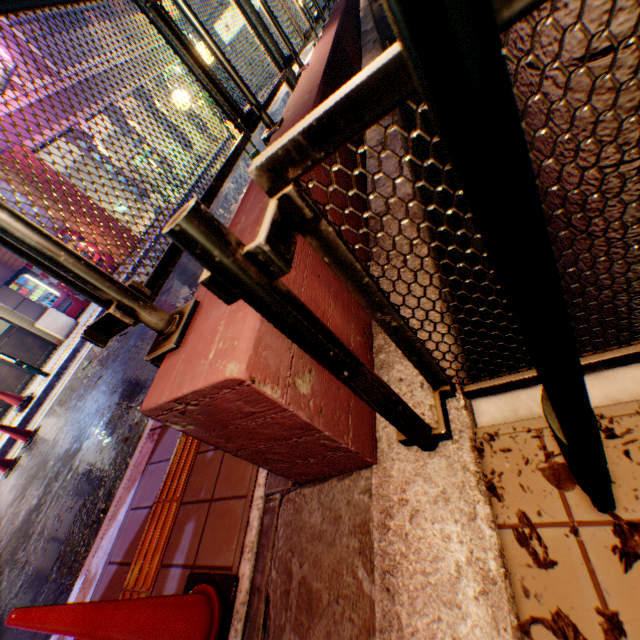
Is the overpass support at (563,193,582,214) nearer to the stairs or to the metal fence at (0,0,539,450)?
the metal fence at (0,0,539,450)

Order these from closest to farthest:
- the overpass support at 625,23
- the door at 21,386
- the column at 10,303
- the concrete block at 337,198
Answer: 1. the overpass support at 625,23
2. the concrete block at 337,198
3. the door at 21,386
4. the column at 10,303

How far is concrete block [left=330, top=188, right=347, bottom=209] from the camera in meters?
2.0 m

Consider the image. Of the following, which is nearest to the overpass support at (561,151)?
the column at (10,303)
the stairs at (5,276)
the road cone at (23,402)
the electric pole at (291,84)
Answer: the electric pole at (291,84)

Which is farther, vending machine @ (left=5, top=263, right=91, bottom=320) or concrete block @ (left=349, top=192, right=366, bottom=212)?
vending machine @ (left=5, top=263, right=91, bottom=320)

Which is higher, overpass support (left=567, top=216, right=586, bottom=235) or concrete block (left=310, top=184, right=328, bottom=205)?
concrete block (left=310, top=184, right=328, bottom=205)

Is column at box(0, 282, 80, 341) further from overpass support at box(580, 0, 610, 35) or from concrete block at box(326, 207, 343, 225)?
overpass support at box(580, 0, 610, 35)

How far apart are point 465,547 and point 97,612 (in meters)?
1.43
